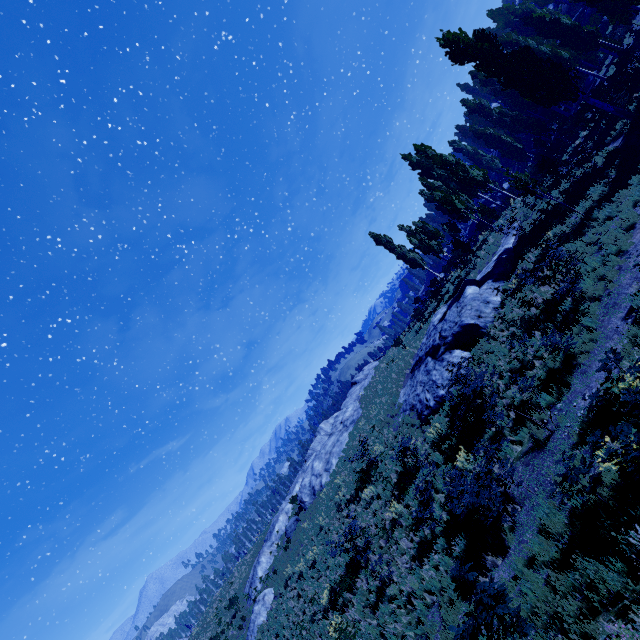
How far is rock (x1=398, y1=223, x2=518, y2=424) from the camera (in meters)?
17.34

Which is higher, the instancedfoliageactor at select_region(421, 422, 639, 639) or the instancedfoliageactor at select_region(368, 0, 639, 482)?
the instancedfoliageactor at select_region(368, 0, 639, 482)

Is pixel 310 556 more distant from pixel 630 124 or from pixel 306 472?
pixel 630 124

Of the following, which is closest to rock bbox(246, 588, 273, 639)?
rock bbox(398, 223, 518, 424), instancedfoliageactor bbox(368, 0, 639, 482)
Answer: rock bbox(398, 223, 518, 424)

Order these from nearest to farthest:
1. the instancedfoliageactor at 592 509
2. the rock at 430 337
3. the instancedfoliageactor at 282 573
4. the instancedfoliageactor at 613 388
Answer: the instancedfoliageactor at 592 509, the instancedfoliageactor at 613 388, the rock at 430 337, the instancedfoliageactor at 282 573

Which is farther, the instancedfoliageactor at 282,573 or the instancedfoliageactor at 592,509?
the instancedfoliageactor at 282,573

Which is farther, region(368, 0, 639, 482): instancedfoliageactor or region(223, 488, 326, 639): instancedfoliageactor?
region(223, 488, 326, 639): instancedfoliageactor
